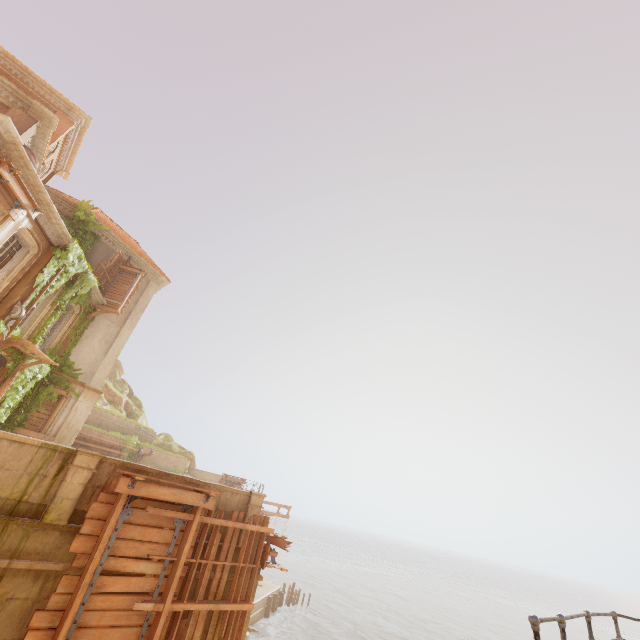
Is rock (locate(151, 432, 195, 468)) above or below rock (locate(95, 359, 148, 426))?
below

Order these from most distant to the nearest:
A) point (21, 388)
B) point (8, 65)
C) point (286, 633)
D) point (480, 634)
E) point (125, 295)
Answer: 1. point (480, 634)
2. point (286, 633)
3. point (125, 295)
4. point (8, 65)
5. point (21, 388)

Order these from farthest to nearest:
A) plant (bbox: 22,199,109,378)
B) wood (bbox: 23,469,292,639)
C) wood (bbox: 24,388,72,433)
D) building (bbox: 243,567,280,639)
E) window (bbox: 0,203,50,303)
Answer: wood (bbox: 24,388,72,433), plant (bbox: 22,199,109,378), window (bbox: 0,203,50,303), building (bbox: 243,567,280,639), wood (bbox: 23,469,292,639)

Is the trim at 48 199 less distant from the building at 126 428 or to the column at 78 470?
the building at 126 428

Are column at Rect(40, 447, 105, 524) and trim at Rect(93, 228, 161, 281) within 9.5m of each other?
no

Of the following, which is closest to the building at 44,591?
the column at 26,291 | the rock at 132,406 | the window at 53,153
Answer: the rock at 132,406

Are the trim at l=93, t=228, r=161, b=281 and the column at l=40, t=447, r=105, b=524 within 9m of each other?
no

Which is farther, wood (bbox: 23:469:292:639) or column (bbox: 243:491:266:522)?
column (bbox: 243:491:266:522)
